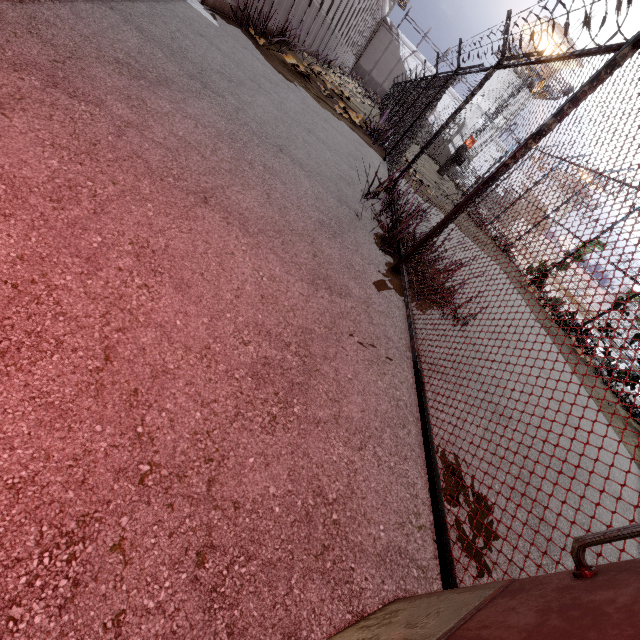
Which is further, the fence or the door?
the fence

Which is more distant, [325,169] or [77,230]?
[325,169]

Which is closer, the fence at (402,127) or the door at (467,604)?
the door at (467,604)
